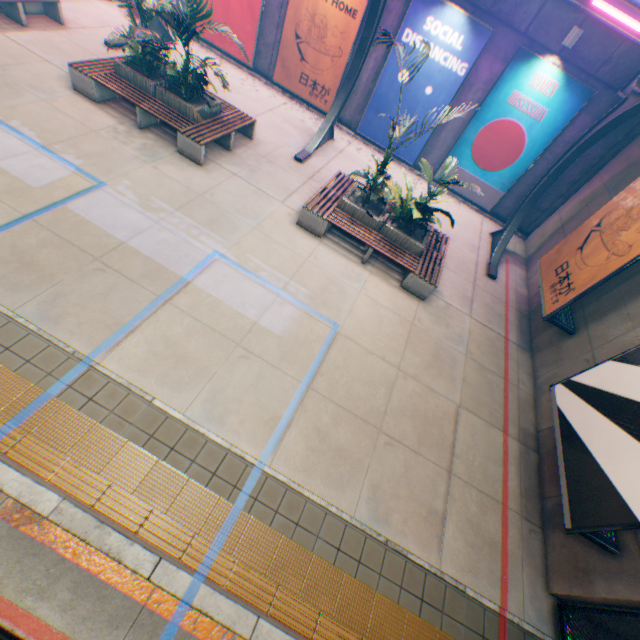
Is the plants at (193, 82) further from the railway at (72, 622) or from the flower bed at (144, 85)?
the railway at (72, 622)

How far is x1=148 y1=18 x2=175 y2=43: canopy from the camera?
11.15m

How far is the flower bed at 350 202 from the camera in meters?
8.3 m

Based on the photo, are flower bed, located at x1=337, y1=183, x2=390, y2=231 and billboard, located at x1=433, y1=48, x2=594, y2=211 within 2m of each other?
no

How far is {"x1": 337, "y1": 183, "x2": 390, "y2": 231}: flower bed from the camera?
8.28m

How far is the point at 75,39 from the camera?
10.0 meters

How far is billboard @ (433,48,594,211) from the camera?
9.8 meters

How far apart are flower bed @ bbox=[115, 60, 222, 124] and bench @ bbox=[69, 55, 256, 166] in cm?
1
